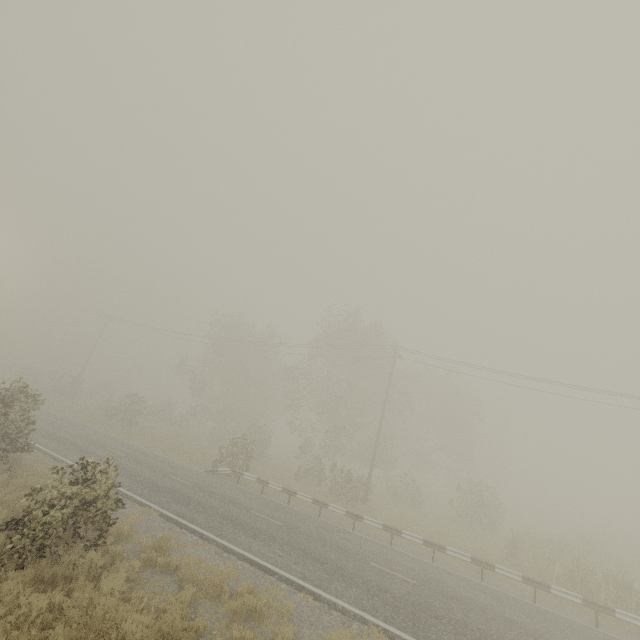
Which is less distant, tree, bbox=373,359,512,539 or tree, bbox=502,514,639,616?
tree, bbox=502,514,639,616

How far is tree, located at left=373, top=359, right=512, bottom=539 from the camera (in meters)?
25.67

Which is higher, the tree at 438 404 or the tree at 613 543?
the tree at 438 404

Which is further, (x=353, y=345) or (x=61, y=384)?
(x=61, y=384)

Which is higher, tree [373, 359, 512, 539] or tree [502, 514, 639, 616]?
tree [373, 359, 512, 539]

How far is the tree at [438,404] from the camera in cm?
2567
